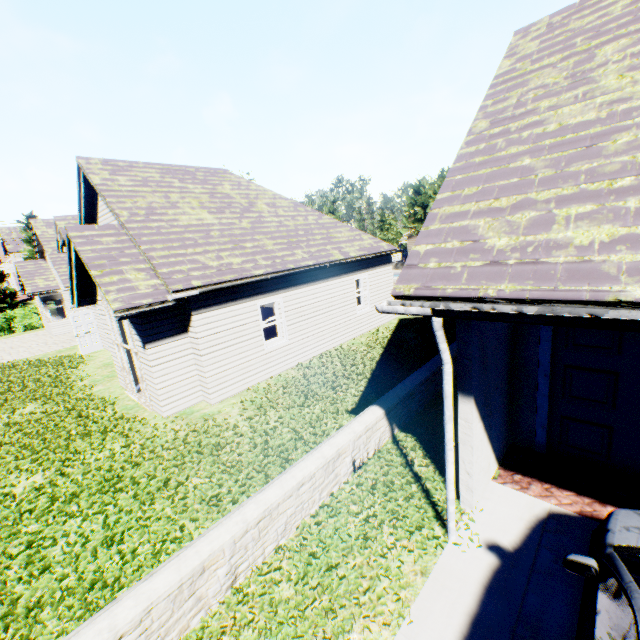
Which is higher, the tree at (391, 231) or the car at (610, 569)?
the tree at (391, 231)

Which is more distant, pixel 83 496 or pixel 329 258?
pixel 329 258

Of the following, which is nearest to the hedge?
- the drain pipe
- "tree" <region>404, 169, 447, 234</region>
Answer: "tree" <region>404, 169, 447, 234</region>

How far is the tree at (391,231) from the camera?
35.2m

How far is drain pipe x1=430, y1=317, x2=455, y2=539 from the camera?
3.6 meters

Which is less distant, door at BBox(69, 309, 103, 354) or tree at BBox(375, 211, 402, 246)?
door at BBox(69, 309, 103, 354)

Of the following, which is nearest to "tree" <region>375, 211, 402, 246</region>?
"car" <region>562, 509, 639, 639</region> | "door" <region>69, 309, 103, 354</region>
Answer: "car" <region>562, 509, 639, 639</region>

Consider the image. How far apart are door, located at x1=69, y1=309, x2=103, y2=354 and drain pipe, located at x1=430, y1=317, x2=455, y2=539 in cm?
1852
